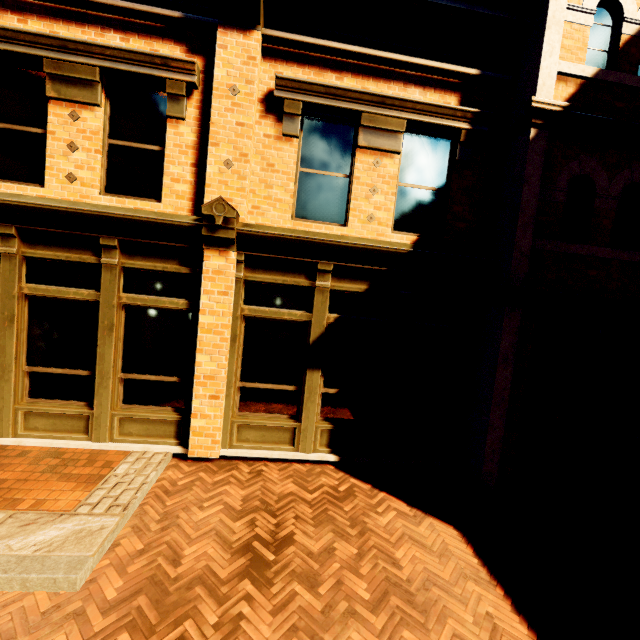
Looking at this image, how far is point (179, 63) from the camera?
5.0m
